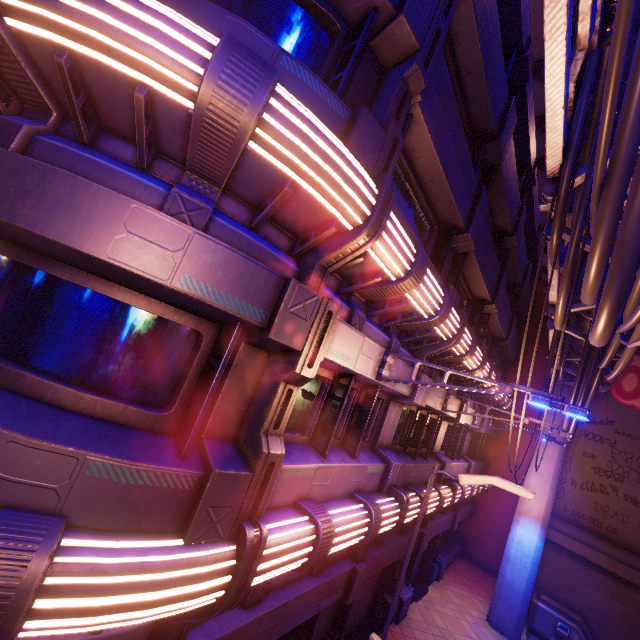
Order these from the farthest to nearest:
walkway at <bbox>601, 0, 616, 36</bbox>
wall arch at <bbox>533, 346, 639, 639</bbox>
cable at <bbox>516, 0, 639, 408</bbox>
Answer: wall arch at <bbox>533, 346, 639, 639</bbox> < walkway at <bbox>601, 0, 616, 36</bbox> < cable at <bbox>516, 0, 639, 408</bbox>

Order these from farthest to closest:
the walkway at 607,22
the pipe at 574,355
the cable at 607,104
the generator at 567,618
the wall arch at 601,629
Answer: the wall arch at 601,629, the generator at 567,618, the pipe at 574,355, the walkway at 607,22, the cable at 607,104

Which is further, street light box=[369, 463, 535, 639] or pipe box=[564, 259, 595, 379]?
pipe box=[564, 259, 595, 379]

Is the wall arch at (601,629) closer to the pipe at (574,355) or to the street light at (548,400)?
the pipe at (574,355)

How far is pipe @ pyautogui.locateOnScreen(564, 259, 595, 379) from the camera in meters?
7.9 m

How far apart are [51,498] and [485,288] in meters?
12.4 m

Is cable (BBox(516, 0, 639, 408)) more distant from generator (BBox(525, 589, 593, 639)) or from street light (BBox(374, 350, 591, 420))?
generator (BBox(525, 589, 593, 639))
